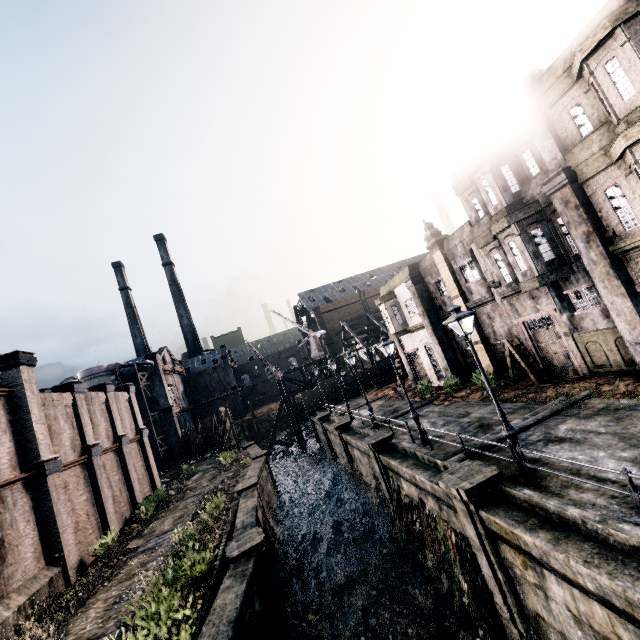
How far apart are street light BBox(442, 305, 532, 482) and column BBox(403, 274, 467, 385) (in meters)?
15.79

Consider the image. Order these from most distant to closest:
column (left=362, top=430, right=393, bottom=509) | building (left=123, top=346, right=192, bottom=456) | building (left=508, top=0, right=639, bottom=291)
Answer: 1. building (left=123, top=346, right=192, bottom=456)
2. column (left=362, top=430, right=393, bottom=509)
3. building (left=508, top=0, right=639, bottom=291)

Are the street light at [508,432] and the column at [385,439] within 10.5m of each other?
yes

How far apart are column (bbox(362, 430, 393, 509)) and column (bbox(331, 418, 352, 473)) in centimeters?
722cm

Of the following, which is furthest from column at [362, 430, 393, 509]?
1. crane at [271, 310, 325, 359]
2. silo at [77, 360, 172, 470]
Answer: silo at [77, 360, 172, 470]

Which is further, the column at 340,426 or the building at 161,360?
the building at 161,360

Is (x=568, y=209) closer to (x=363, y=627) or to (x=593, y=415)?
(x=593, y=415)

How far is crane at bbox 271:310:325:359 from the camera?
53.8 meters
